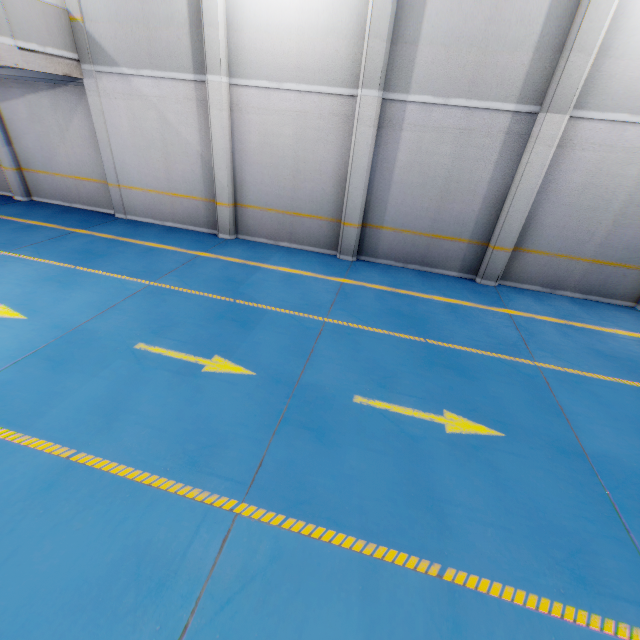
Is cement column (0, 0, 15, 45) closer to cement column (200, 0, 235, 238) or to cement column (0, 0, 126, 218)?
cement column (0, 0, 126, 218)

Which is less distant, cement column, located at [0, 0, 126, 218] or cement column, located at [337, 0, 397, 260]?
cement column, located at [337, 0, 397, 260]

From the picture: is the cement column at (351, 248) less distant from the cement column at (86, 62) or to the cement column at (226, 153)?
the cement column at (226, 153)

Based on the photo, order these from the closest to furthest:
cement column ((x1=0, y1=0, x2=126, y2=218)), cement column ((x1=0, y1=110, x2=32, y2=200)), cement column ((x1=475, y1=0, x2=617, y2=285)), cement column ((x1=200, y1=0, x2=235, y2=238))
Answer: cement column ((x1=475, y1=0, x2=617, y2=285)), cement column ((x1=200, y1=0, x2=235, y2=238)), cement column ((x1=0, y1=0, x2=126, y2=218)), cement column ((x1=0, y1=110, x2=32, y2=200))

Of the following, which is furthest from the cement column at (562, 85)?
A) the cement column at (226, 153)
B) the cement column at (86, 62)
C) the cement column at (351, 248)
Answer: the cement column at (86, 62)

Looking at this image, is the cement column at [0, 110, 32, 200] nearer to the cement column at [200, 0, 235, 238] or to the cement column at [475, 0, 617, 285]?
the cement column at [200, 0, 235, 238]

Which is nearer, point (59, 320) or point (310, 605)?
point (310, 605)
